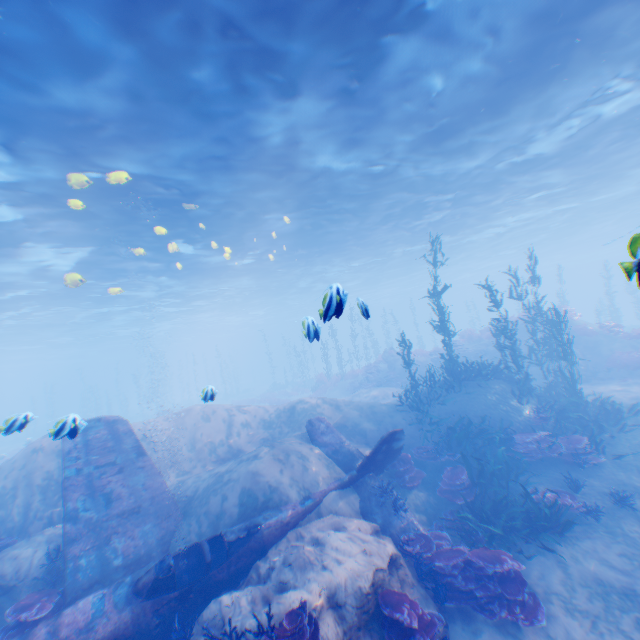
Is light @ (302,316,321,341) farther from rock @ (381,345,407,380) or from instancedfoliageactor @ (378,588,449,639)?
rock @ (381,345,407,380)

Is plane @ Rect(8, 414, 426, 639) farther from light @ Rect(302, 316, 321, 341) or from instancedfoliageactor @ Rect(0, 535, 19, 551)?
instancedfoliageactor @ Rect(0, 535, 19, 551)

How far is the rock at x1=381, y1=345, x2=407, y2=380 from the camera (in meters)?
24.61

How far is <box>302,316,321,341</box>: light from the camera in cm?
718

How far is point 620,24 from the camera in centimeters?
966cm

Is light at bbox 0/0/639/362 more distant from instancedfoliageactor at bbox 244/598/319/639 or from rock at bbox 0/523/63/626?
instancedfoliageactor at bbox 244/598/319/639

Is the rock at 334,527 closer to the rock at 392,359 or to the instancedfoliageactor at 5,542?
the instancedfoliageactor at 5,542

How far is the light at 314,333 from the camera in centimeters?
718cm
